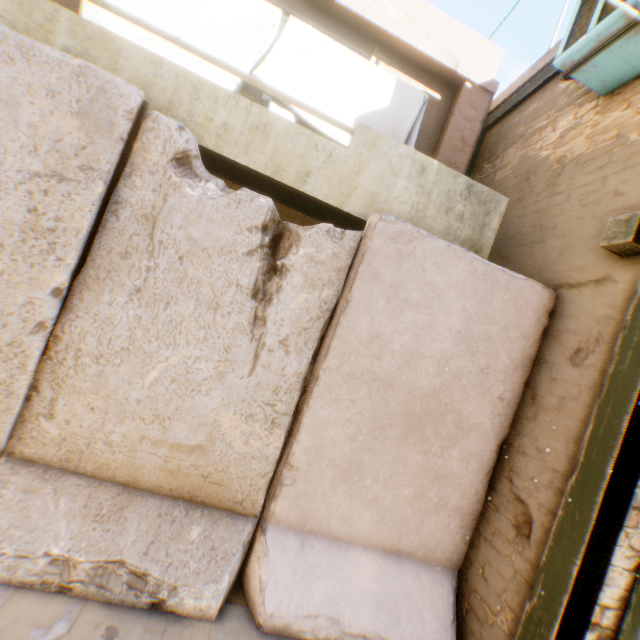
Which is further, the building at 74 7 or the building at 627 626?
the building at 74 7

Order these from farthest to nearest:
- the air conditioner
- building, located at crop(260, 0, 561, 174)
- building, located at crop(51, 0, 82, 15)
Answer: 1. building, located at crop(260, 0, 561, 174)
2. building, located at crop(51, 0, 82, 15)
3. the air conditioner

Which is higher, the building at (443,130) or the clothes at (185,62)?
the building at (443,130)

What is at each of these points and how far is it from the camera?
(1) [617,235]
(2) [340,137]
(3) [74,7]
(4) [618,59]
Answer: (1) wooden beam, 2.6m
(2) clothes, 4.1m
(3) building, 4.2m
(4) air conditioner, 3.1m

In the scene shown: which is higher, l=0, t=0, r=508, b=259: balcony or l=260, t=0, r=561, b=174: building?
l=260, t=0, r=561, b=174: building

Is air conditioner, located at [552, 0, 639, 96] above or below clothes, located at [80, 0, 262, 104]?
above

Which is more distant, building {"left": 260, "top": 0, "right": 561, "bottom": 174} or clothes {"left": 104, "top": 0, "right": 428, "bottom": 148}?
building {"left": 260, "top": 0, "right": 561, "bottom": 174}

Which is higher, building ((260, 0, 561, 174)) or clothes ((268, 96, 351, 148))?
building ((260, 0, 561, 174))
